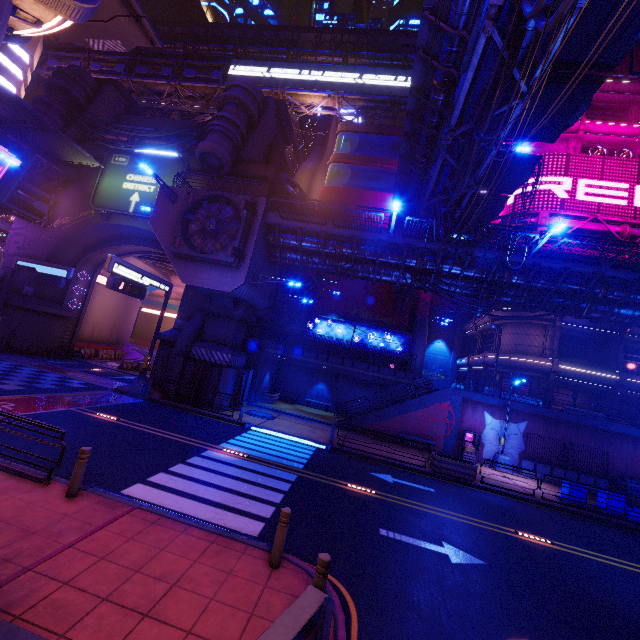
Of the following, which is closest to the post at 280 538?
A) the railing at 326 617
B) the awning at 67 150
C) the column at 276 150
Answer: the railing at 326 617

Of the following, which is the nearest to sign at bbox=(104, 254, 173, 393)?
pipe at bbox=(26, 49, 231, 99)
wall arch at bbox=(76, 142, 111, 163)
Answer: wall arch at bbox=(76, 142, 111, 163)

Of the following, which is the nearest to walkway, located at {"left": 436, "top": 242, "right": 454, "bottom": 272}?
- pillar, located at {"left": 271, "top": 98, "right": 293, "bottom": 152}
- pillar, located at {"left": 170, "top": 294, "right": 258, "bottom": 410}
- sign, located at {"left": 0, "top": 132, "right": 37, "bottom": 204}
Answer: pillar, located at {"left": 170, "top": 294, "right": 258, "bottom": 410}

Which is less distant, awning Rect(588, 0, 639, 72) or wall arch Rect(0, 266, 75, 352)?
awning Rect(588, 0, 639, 72)

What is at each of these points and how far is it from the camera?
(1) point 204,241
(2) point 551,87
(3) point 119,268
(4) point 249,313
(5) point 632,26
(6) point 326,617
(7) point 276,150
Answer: (1) vent, 18.83m
(2) awning, 15.02m
(3) sign, 16.77m
(4) pillar, 22.59m
(5) awning, 12.09m
(6) railing, 3.70m
(7) column, 29.30m

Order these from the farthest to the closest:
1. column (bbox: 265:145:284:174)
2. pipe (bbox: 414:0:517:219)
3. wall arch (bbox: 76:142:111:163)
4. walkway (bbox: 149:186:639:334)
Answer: column (bbox: 265:145:284:174)
wall arch (bbox: 76:142:111:163)
walkway (bbox: 149:186:639:334)
pipe (bbox: 414:0:517:219)

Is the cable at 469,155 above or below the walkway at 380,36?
below

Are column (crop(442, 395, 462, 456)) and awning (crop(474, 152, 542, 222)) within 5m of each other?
no
